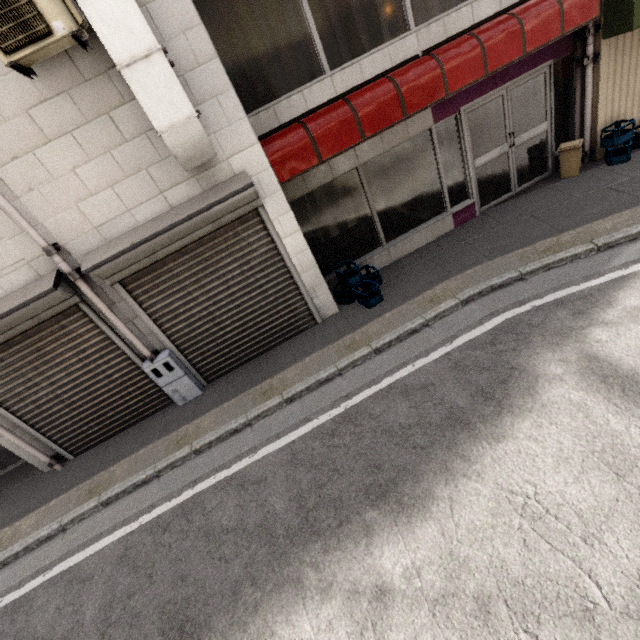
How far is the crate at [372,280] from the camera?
5.6m

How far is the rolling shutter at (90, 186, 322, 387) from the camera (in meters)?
4.58

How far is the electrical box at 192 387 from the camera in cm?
518

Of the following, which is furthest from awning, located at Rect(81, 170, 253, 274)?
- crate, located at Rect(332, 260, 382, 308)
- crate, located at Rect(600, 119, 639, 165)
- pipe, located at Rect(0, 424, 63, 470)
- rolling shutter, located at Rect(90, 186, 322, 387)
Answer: crate, located at Rect(600, 119, 639, 165)

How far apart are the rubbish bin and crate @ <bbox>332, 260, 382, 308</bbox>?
4.2 meters

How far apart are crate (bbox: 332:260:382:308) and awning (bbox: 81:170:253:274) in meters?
2.1

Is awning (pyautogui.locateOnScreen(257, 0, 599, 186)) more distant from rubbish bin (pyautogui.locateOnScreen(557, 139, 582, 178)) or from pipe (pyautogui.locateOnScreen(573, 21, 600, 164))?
rubbish bin (pyautogui.locateOnScreen(557, 139, 582, 178))

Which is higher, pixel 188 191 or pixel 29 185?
pixel 29 185
